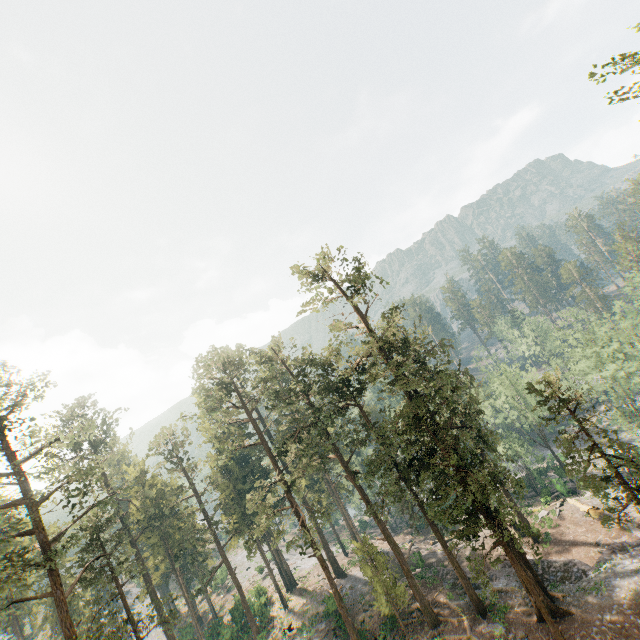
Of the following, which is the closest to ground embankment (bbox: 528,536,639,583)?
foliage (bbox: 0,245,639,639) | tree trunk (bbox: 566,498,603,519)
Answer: foliage (bbox: 0,245,639,639)

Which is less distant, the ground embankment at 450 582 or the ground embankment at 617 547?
the ground embankment at 617 547

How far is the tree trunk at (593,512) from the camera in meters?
34.4 m

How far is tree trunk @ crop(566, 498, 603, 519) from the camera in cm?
3441

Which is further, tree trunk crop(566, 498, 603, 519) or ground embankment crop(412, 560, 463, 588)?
tree trunk crop(566, 498, 603, 519)

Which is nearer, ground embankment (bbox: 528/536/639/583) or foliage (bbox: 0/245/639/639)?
foliage (bbox: 0/245/639/639)

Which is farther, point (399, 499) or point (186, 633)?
point (186, 633)
